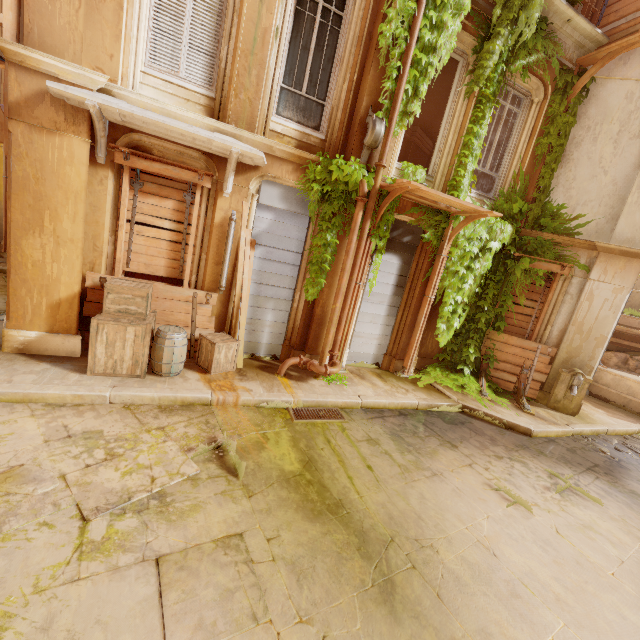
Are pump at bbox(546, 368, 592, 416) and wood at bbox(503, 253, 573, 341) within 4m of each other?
yes

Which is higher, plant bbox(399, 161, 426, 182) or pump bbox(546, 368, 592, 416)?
plant bbox(399, 161, 426, 182)

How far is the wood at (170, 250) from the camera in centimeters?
559cm

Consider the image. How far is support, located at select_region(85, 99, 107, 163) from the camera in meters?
4.6

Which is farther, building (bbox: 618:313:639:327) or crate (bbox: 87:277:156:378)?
building (bbox: 618:313:639:327)

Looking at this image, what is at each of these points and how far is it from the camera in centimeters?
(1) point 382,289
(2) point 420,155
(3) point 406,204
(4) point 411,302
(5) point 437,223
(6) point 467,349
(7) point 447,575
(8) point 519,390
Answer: (1) shutter, 827cm
(2) pillar, 1414cm
(3) column, 753cm
(4) column, 848cm
(5) plant, 790cm
(6) plant, 929cm
(7) building, 342cm
(8) wood, 895cm

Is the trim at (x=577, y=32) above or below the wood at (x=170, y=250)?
above

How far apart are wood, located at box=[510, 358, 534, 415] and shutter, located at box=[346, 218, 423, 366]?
3.6m
